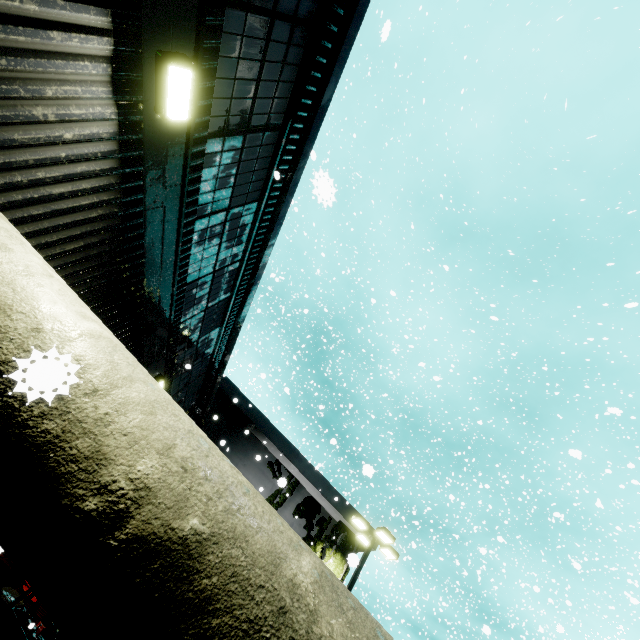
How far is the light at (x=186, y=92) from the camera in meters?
2.6 m

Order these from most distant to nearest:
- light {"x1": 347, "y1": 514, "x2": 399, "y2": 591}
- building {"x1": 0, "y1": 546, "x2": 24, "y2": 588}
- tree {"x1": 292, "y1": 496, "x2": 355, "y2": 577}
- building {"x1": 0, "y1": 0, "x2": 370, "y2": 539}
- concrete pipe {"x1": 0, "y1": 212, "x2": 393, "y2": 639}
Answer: tree {"x1": 292, "y1": 496, "x2": 355, "y2": 577}
light {"x1": 347, "y1": 514, "x2": 399, "y2": 591}
building {"x1": 0, "y1": 546, "x2": 24, "y2": 588}
building {"x1": 0, "y1": 0, "x2": 370, "y2": 539}
concrete pipe {"x1": 0, "y1": 212, "x2": 393, "y2": 639}

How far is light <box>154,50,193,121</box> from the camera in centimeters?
261cm

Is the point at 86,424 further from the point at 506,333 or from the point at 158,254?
the point at 506,333

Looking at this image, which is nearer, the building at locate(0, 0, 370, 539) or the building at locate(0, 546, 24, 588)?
the building at locate(0, 0, 370, 539)

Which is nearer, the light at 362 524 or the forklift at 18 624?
the forklift at 18 624

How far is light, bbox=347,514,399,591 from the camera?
13.52m

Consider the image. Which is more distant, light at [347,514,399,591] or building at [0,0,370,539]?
light at [347,514,399,591]
